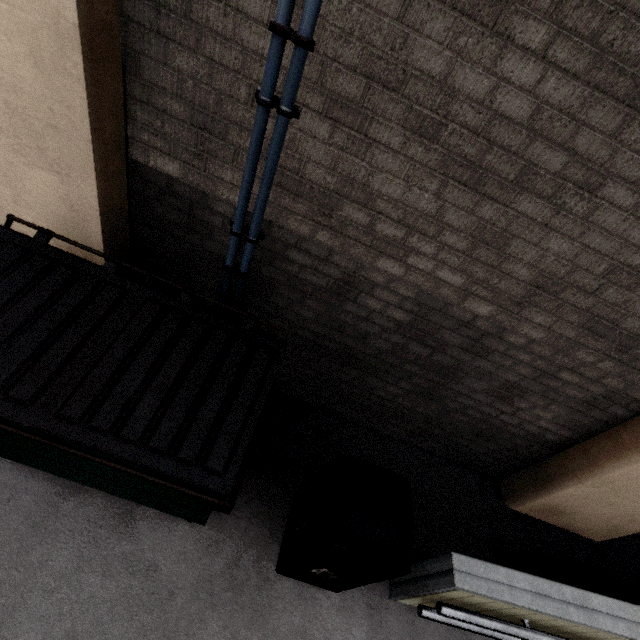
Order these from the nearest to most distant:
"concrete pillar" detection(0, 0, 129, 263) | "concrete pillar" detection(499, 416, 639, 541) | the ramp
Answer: "concrete pillar" detection(0, 0, 129, 263) → the ramp → "concrete pillar" detection(499, 416, 639, 541)

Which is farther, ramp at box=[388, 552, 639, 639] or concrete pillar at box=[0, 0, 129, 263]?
ramp at box=[388, 552, 639, 639]

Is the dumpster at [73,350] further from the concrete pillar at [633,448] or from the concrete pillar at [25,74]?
the concrete pillar at [633,448]

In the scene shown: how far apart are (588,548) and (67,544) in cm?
550

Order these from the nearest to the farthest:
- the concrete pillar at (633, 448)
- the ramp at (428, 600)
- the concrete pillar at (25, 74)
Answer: the concrete pillar at (25, 74), the ramp at (428, 600), the concrete pillar at (633, 448)

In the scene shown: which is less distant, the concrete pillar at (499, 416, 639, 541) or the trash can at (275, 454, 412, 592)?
the trash can at (275, 454, 412, 592)

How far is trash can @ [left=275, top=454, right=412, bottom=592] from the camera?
1.89m

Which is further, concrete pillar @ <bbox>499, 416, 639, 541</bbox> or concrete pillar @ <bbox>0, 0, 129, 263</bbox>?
concrete pillar @ <bbox>499, 416, 639, 541</bbox>
